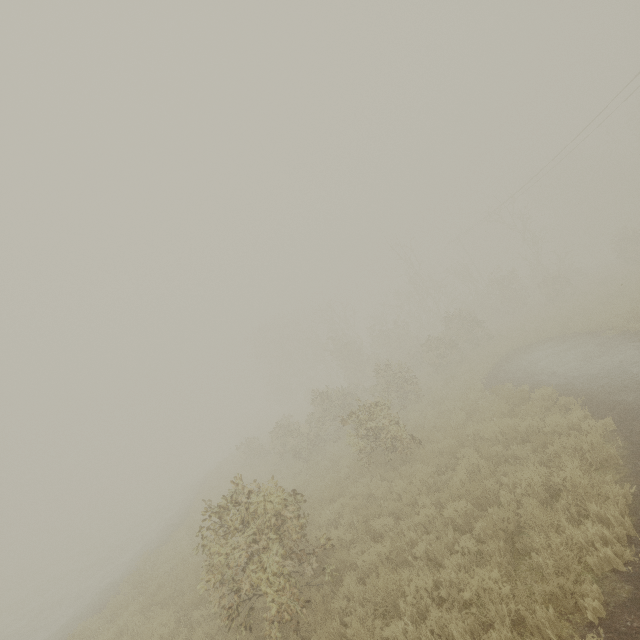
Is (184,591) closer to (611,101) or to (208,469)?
(208,469)

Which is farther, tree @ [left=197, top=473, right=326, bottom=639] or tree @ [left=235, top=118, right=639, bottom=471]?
tree @ [left=235, top=118, right=639, bottom=471]

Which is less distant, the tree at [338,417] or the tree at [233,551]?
the tree at [233,551]
